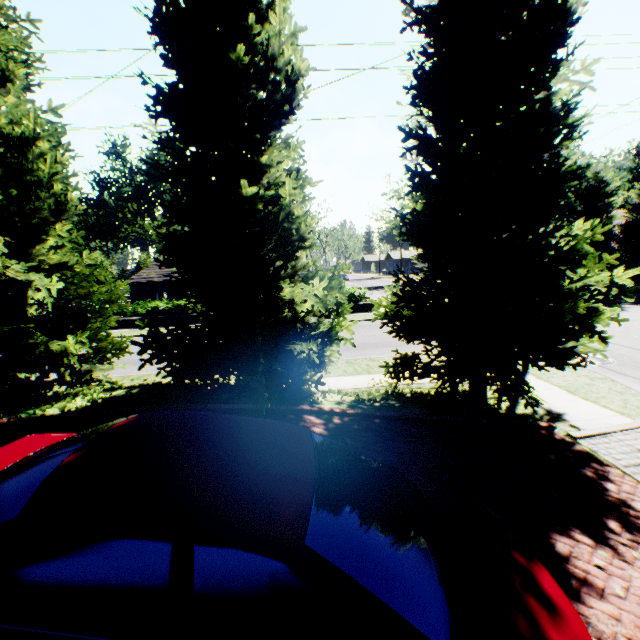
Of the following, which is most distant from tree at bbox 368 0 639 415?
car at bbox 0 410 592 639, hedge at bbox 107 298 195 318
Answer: hedge at bbox 107 298 195 318

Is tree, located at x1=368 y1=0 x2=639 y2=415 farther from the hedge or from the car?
the hedge

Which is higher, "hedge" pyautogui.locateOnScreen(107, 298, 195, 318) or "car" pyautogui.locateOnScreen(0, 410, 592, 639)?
"car" pyautogui.locateOnScreen(0, 410, 592, 639)

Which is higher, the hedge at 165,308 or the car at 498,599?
the car at 498,599

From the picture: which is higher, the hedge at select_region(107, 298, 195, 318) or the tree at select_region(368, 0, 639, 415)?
the tree at select_region(368, 0, 639, 415)

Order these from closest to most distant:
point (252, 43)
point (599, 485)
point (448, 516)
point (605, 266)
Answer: point (448, 516), point (599, 485), point (252, 43), point (605, 266)

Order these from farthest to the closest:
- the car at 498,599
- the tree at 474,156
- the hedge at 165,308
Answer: the hedge at 165,308 → the tree at 474,156 → the car at 498,599
